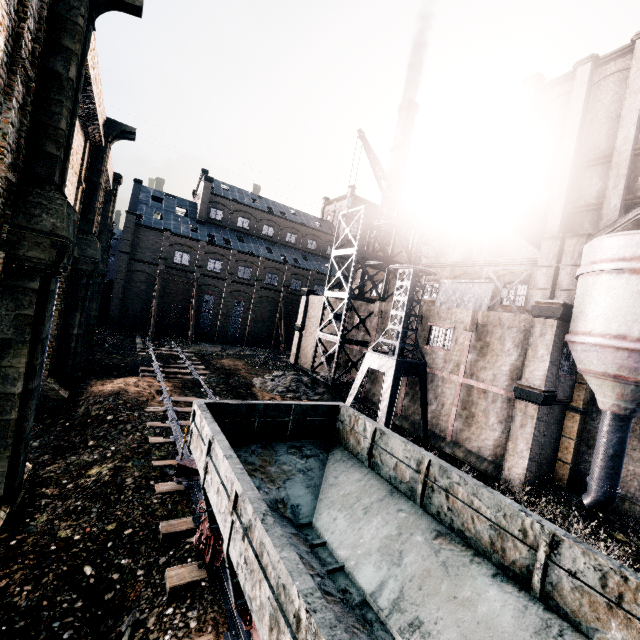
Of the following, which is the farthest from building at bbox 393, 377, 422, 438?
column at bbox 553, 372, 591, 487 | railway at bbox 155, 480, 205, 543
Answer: railway at bbox 155, 480, 205, 543

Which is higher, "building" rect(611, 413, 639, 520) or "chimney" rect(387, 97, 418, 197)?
"chimney" rect(387, 97, 418, 197)

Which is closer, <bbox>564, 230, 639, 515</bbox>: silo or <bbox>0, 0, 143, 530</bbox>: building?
<bbox>0, 0, 143, 530</bbox>: building

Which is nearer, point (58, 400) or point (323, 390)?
point (58, 400)

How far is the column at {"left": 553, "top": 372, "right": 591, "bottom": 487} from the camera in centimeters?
1844cm

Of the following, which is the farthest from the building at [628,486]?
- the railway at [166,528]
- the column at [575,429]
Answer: the railway at [166,528]

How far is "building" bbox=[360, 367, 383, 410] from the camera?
27.0m

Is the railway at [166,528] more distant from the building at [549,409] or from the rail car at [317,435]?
the building at [549,409]
